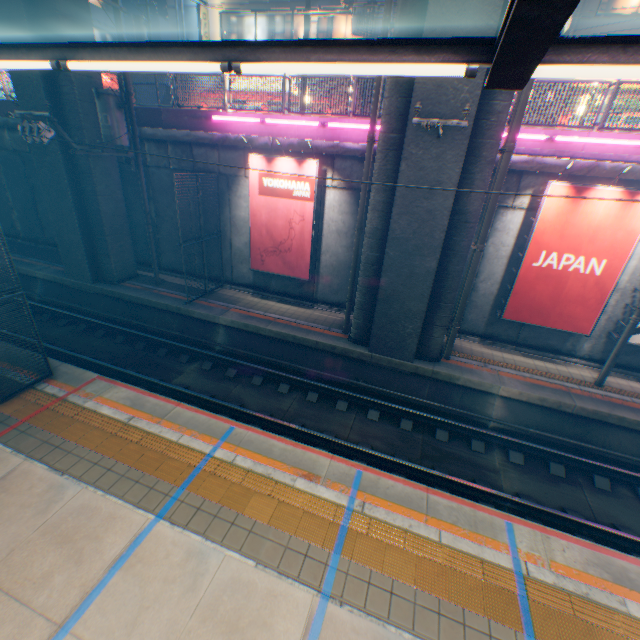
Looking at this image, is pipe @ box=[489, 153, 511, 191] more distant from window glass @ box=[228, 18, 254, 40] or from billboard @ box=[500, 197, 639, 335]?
window glass @ box=[228, 18, 254, 40]

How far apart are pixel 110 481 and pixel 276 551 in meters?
3.4 m

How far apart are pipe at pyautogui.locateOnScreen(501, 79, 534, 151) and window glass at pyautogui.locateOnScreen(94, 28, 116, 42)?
36.07m

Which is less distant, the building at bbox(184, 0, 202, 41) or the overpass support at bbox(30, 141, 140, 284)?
the overpass support at bbox(30, 141, 140, 284)

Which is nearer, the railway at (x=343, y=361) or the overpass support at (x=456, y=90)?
the overpass support at (x=456, y=90)

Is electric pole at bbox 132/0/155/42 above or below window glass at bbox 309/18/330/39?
below

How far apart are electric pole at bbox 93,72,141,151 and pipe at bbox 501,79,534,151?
11.77m

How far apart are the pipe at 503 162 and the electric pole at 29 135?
11.8 meters
